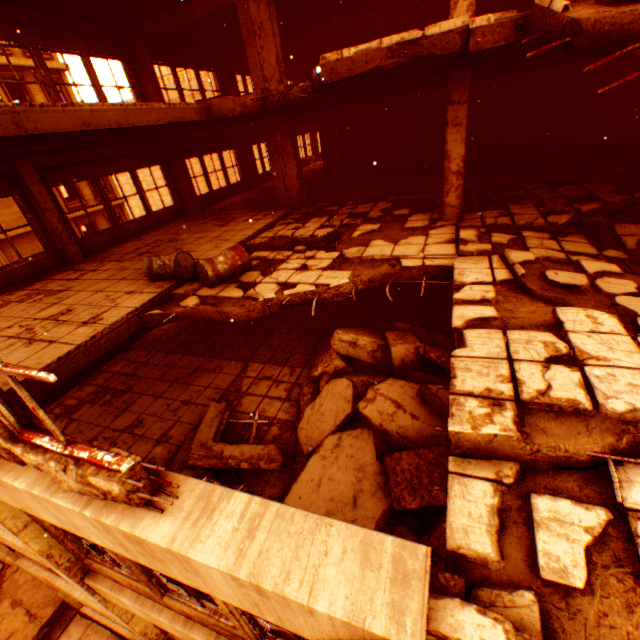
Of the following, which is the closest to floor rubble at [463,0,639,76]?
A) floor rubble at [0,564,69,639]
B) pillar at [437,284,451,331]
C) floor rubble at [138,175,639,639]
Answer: floor rubble at [138,175,639,639]

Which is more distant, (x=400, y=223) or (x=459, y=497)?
(x=400, y=223)

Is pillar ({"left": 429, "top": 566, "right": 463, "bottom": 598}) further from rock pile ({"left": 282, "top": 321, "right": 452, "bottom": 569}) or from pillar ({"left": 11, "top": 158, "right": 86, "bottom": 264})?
pillar ({"left": 11, "top": 158, "right": 86, "bottom": 264})

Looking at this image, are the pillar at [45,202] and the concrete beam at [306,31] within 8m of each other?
no

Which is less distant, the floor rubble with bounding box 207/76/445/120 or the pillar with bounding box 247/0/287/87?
the floor rubble with bounding box 207/76/445/120

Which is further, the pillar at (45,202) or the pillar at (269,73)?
the pillar at (269,73)

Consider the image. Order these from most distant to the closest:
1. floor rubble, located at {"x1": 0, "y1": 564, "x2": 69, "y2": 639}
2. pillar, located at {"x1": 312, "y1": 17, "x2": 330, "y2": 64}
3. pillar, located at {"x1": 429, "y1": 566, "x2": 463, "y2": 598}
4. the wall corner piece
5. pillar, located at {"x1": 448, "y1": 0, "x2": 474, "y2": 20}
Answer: pillar, located at {"x1": 312, "y1": 17, "x2": 330, "y2": 64}, floor rubble, located at {"x1": 0, "y1": 564, "x2": 69, "y2": 639}, the wall corner piece, pillar, located at {"x1": 448, "y1": 0, "x2": 474, "y2": 20}, pillar, located at {"x1": 429, "y1": 566, "x2": 463, "y2": 598}

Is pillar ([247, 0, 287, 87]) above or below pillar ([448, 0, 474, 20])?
above
